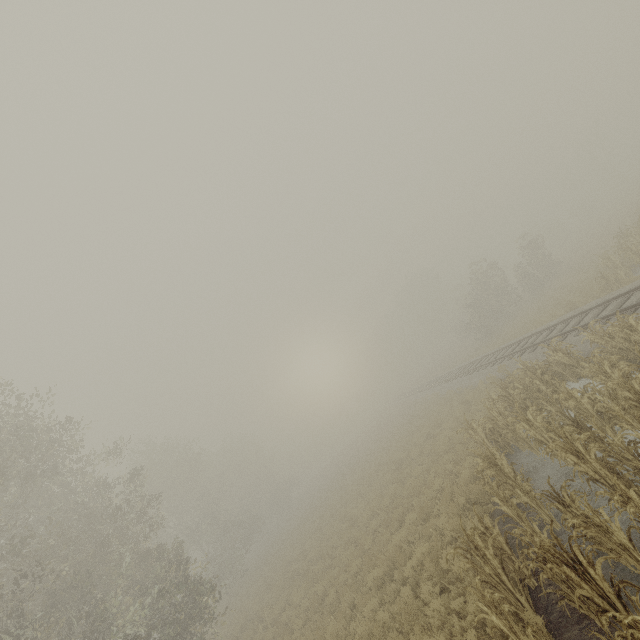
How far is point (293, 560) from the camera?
22.7m

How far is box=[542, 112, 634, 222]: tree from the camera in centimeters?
4638cm

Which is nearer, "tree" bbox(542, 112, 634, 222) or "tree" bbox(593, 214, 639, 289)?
"tree" bbox(593, 214, 639, 289)

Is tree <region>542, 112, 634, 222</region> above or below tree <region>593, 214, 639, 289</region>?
above

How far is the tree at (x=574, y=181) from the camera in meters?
46.4 m

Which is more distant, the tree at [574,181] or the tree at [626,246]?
the tree at [574,181]
